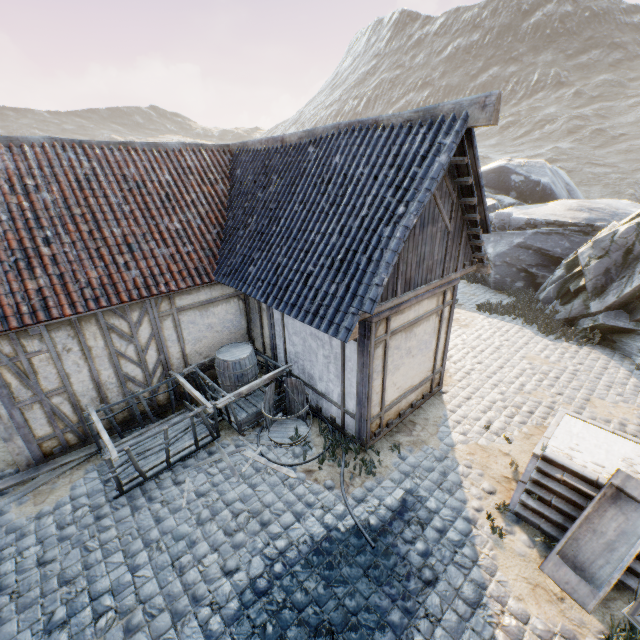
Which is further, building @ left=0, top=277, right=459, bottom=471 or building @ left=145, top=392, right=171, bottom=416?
building @ left=145, top=392, right=171, bottom=416

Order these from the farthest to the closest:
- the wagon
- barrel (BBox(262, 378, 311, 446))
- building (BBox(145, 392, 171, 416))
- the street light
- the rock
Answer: the rock, building (BBox(145, 392, 171, 416)), barrel (BBox(262, 378, 311, 446)), the wagon, the street light

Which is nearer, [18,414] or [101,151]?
[18,414]

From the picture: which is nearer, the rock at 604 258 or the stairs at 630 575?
the stairs at 630 575

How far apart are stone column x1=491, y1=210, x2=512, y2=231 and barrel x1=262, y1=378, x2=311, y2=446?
14.1m

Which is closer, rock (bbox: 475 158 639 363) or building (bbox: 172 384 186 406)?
building (bbox: 172 384 186 406)

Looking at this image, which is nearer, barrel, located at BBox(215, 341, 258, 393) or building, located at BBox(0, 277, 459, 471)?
building, located at BBox(0, 277, 459, 471)

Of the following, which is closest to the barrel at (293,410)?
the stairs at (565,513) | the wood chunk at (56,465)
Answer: the wood chunk at (56,465)
